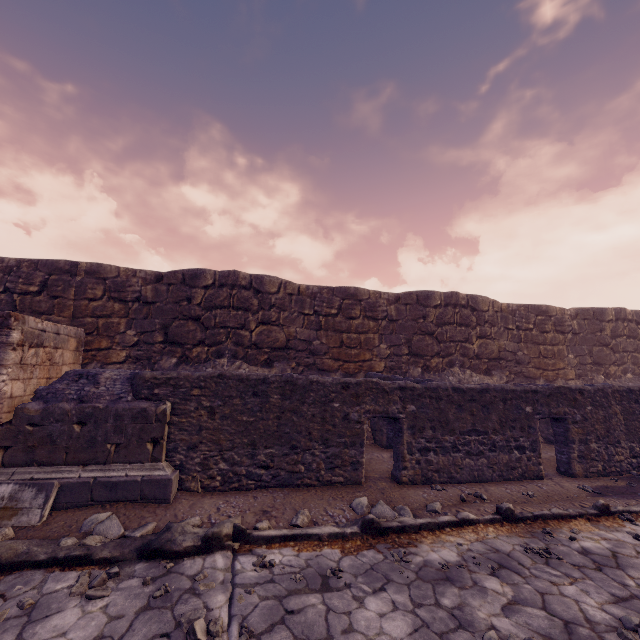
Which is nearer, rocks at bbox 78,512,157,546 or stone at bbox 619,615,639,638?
stone at bbox 619,615,639,638

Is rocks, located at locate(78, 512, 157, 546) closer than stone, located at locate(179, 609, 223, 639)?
No

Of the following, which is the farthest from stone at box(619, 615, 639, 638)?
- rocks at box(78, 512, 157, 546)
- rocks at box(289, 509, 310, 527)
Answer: rocks at box(78, 512, 157, 546)

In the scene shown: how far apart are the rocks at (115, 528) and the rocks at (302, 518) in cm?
185

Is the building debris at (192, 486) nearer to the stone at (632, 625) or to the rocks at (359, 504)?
the rocks at (359, 504)

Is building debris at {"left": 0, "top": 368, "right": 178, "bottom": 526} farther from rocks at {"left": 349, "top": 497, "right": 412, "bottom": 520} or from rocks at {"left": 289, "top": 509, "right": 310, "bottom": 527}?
rocks at {"left": 349, "top": 497, "right": 412, "bottom": 520}

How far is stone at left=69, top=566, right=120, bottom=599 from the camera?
3.1 meters

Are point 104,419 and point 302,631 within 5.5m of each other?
yes
